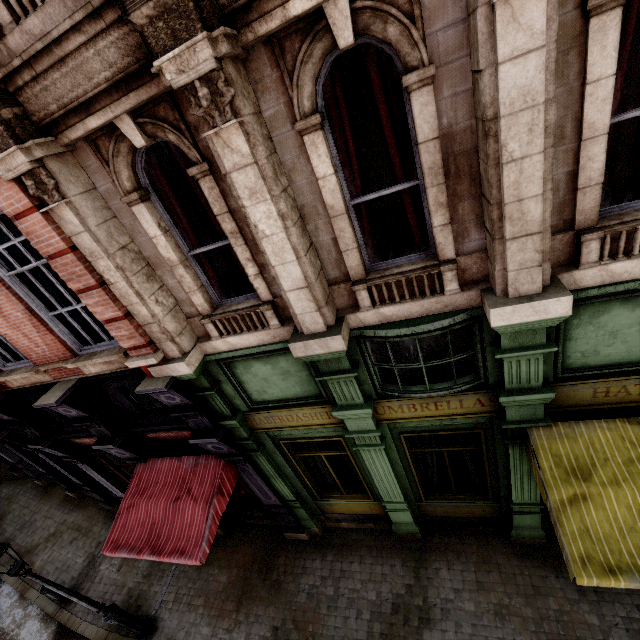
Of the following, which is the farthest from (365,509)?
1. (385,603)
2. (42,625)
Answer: (42,625)

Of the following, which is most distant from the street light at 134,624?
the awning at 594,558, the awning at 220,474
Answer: the awning at 594,558

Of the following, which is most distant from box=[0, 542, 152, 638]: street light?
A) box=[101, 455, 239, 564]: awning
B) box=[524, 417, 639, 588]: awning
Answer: box=[524, 417, 639, 588]: awning

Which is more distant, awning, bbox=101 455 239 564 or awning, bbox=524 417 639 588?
awning, bbox=101 455 239 564

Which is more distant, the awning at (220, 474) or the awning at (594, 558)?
the awning at (220, 474)

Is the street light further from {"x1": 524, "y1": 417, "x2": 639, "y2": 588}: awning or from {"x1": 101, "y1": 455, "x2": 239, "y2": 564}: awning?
{"x1": 524, "y1": 417, "x2": 639, "y2": 588}: awning

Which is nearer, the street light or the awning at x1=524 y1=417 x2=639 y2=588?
the awning at x1=524 y1=417 x2=639 y2=588

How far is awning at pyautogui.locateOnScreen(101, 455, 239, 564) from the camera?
6.05m
